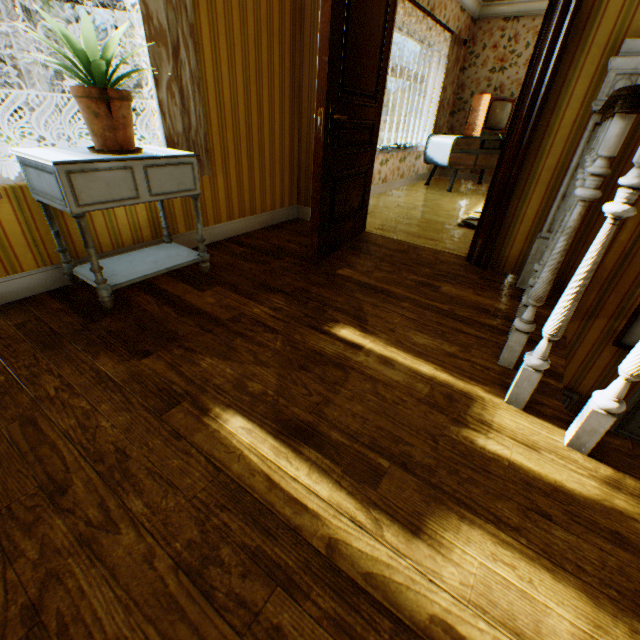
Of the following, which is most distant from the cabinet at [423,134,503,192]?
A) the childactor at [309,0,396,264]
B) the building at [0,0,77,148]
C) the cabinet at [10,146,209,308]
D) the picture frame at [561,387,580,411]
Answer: the cabinet at [10,146,209,308]

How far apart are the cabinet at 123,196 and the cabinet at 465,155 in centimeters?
533cm

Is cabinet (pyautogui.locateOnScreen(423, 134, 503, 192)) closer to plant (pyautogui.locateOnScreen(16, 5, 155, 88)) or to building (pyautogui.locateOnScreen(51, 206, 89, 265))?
building (pyautogui.locateOnScreen(51, 206, 89, 265))

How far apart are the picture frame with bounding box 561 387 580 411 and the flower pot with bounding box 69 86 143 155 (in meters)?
3.58

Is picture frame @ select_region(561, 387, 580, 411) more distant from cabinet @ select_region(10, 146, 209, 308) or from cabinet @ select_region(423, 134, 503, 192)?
cabinet @ select_region(423, 134, 503, 192)

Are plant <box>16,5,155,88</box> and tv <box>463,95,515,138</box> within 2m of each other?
no

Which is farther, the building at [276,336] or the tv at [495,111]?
the tv at [495,111]

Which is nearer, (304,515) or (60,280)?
(304,515)
